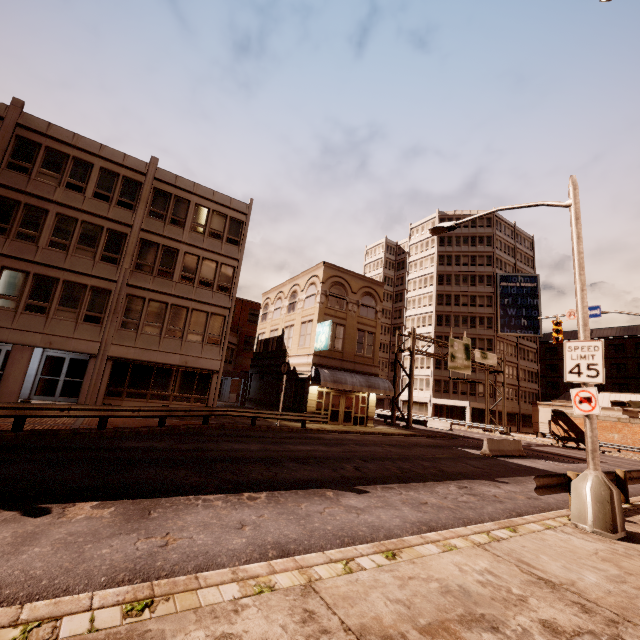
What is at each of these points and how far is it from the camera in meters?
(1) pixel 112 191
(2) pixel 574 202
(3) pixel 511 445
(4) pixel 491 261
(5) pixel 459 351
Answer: (1) building, 20.1
(2) street light, 9.2
(3) barrier, 20.8
(4) building, 56.2
(5) sign, 37.5

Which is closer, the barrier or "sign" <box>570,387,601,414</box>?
"sign" <box>570,387,601,414</box>

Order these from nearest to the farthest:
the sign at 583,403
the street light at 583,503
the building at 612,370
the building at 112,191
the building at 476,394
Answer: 1. the street light at 583,503
2. the sign at 583,403
3. the building at 112,191
4. the building at 476,394
5. the building at 612,370

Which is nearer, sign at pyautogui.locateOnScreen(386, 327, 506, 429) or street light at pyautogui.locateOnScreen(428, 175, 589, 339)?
street light at pyautogui.locateOnScreen(428, 175, 589, 339)

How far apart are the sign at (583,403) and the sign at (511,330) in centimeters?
5015cm

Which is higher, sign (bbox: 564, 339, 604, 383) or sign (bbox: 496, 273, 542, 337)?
sign (bbox: 496, 273, 542, 337)

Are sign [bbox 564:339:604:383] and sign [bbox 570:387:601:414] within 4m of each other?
yes

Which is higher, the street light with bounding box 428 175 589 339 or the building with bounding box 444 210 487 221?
the building with bounding box 444 210 487 221
